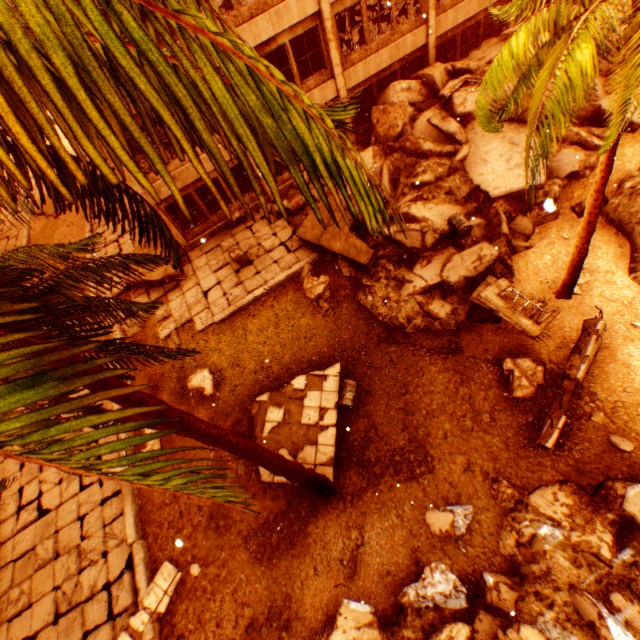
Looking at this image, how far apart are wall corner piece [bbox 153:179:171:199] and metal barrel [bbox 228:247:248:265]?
3.29m

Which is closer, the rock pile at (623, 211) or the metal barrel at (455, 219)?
the rock pile at (623, 211)

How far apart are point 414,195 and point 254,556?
12.8m

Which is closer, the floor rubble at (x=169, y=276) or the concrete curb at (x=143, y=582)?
the concrete curb at (x=143, y=582)

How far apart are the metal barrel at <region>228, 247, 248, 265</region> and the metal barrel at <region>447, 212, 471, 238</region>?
8.1m

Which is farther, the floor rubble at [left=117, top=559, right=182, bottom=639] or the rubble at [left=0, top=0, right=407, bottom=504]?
the floor rubble at [left=117, top=559, right=182, bottom=639]

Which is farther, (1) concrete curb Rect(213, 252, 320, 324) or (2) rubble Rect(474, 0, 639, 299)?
(1) concrete curb Rect(213, 252, 320, 324)

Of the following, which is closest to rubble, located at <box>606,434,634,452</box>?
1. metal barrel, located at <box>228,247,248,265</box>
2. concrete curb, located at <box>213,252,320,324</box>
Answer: concrete curb, located at <box>213,252,320,324</box>
